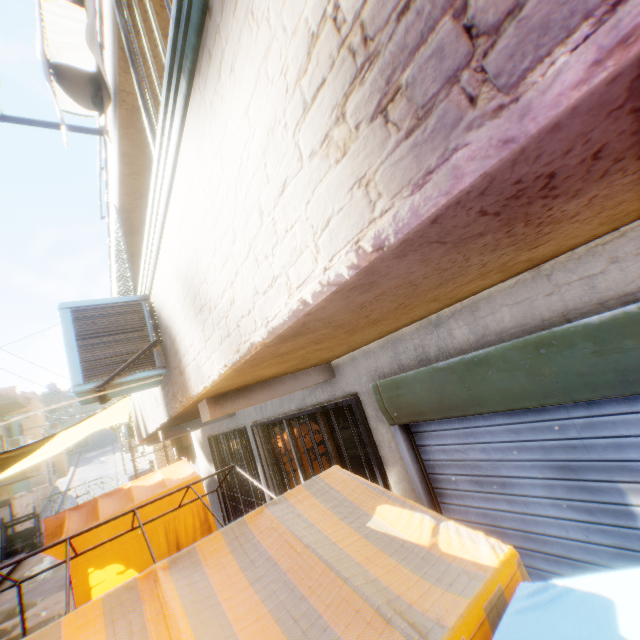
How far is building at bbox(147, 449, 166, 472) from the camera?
21.31m

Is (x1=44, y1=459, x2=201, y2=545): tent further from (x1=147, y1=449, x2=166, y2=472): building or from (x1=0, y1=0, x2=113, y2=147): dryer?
(x1=0, y1=0, x2=113, y2=147): dryer

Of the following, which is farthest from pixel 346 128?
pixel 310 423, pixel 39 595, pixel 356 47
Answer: pixel 39 595

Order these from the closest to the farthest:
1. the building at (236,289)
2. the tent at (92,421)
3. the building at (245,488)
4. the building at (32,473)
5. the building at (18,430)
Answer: the building at (236,289) → the building at (245,488) → the tent at (92,421) → the building at (32,473) → the building at (18,430)

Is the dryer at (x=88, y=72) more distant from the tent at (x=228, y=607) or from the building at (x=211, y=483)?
the tent at (x=228, y=607)

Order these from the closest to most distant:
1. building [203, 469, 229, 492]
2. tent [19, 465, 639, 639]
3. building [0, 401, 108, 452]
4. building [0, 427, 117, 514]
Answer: tent [19, 465, 639, 639], building [203, 469, 229, 492], building [0, 427, 117, 514], building [0, 401, 108, 452]
